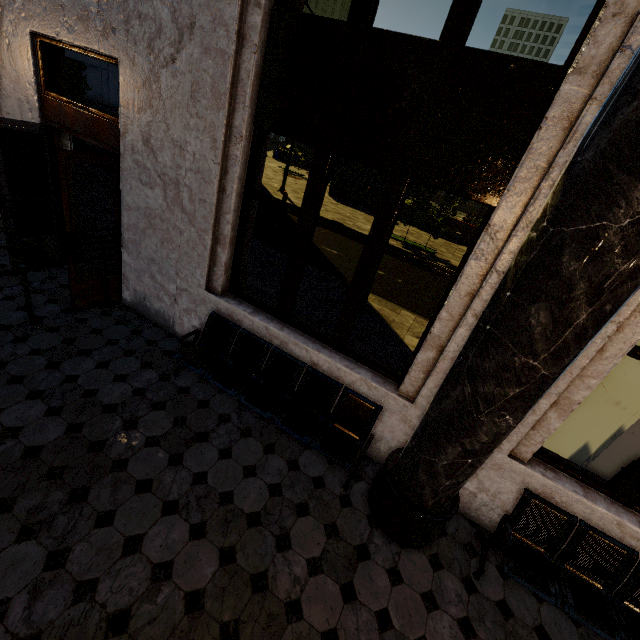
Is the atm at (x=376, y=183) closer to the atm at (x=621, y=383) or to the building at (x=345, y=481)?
the building at (x=345, y=481)

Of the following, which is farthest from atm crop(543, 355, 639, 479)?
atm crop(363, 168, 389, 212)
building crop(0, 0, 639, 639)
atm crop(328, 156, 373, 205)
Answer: atm crop(328, 156, 373, 205)

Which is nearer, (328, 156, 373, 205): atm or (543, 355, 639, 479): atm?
(543, 355, 639, 479): atm

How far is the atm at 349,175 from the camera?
21.0m

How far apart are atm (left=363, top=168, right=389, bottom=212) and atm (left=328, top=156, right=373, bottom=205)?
0.4m

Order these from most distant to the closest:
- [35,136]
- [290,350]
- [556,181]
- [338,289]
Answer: [338,289] → [35,136] → [290,350] → [556,181]

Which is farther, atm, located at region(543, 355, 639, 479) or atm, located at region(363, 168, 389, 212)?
atm, located at region(363, 168, 389, 212)

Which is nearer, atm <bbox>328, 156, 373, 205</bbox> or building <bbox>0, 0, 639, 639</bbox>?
building <bbox>0, 0, 639, 639</bbox>
